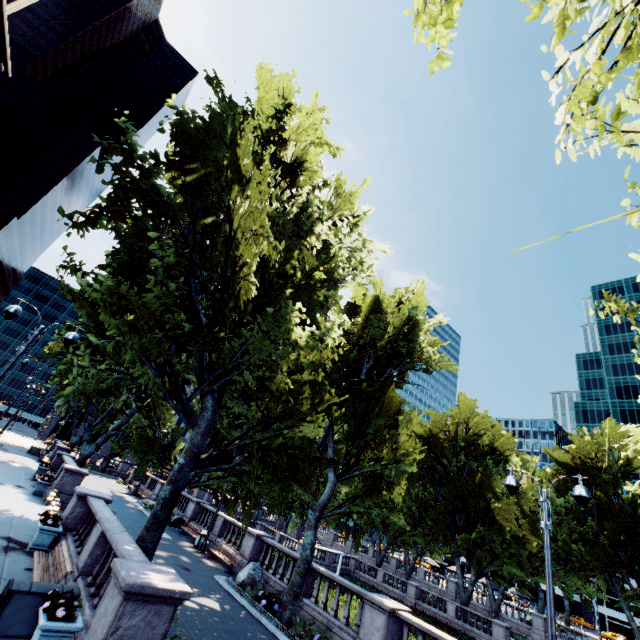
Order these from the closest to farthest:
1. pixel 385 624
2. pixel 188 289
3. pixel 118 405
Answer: pixel 118 405, pixel 188 289, pixel 385 624

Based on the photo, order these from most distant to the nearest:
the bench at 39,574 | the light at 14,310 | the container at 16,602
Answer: the light at 14,310 → the bench at 39,574 → the container at 16,602

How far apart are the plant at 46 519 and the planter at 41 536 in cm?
1

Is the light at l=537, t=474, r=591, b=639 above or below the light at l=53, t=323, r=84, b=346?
below

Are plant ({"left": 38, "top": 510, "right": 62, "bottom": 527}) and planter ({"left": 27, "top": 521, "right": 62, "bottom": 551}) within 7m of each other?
yes

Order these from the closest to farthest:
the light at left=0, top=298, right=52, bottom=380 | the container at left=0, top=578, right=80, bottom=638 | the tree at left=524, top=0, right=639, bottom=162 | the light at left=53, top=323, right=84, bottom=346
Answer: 1. the tree at left=524, top=0, right=639, bottom=162
2. the container at left=0, top=578, right=80, bottom=638
3. the light at left=0, top=298, right=52, bottom=380
4. the light at left=53, top=323, right=84, bottom=346

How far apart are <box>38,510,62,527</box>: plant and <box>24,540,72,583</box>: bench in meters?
1.6

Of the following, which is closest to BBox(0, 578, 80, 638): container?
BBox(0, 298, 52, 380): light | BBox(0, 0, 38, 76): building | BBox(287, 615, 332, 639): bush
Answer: BBox(0, 298, 52, 380): light
